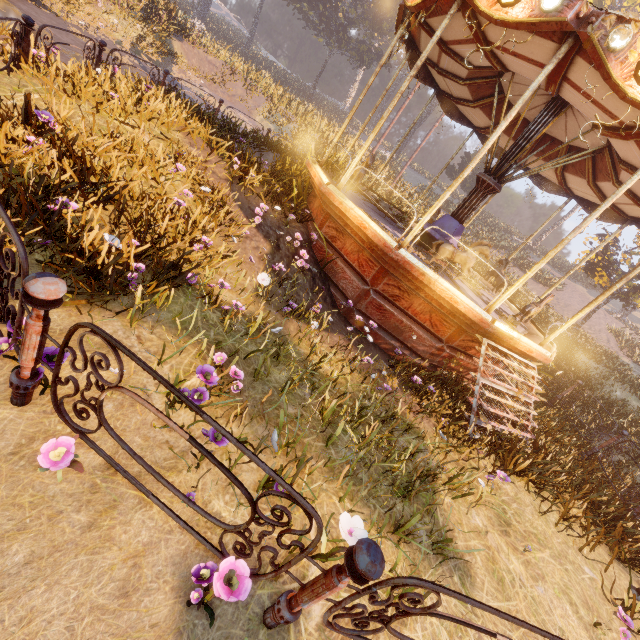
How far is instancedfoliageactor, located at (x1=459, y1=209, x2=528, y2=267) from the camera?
22.1 meters

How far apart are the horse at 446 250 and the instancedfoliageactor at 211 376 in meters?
4.7

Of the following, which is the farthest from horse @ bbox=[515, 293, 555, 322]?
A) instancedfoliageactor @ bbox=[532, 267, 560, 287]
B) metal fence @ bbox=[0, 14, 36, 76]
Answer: instancedfoliageactor @ bbox=[532, 267, 560, 287]

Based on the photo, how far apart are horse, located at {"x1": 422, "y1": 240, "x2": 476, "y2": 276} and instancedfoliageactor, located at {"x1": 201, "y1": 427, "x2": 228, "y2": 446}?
5.24m

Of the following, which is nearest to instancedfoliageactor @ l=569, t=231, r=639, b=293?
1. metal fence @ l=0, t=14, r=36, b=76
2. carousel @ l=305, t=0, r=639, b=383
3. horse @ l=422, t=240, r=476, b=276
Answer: carousel @ l=305, t=0, r=639, b=383

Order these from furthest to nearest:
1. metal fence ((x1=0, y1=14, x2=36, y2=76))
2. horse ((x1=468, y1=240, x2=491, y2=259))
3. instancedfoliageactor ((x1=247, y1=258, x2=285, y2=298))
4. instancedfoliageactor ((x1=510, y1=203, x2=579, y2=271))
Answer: instancedfoliageactor ((x1=510, y1=203, x2=579, y2=271)), horse ((x1=468, y1=240, x2=491, y2=259)), instancedfoliageactor ((x1=247, y1=258, x2=285, y2=298)), metal fence ((x1=0, y1=14, x2=36, y2=76))

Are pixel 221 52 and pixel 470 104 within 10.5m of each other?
no

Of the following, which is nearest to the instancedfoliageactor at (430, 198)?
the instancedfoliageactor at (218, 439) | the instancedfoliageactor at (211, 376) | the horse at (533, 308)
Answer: the horse at (533, 308)
